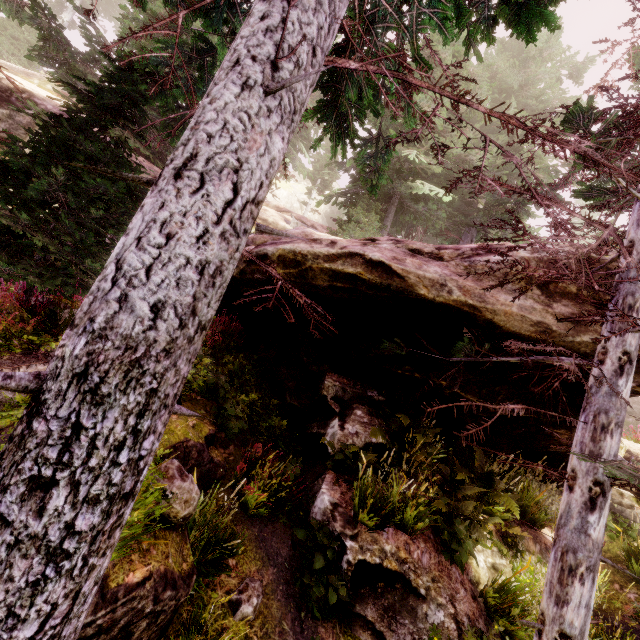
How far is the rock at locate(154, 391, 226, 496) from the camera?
4.6m

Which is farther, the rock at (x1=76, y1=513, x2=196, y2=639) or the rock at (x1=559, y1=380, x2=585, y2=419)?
the rock at (x1=559, y1=380, x2=585, y2=419)

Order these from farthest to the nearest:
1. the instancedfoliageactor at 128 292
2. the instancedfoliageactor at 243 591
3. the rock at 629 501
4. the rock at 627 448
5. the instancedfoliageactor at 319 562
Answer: the rock at 627 448 < the rock at 629 501 < the instancedfoliageactor at 319 562 < the instancedfoliageactor at 243 591 < the instancedfoliageactor at 128 292

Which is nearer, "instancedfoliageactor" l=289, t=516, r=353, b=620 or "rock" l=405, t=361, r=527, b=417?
"instancedfoliageactor" l=289, t=516, r=353, b=620

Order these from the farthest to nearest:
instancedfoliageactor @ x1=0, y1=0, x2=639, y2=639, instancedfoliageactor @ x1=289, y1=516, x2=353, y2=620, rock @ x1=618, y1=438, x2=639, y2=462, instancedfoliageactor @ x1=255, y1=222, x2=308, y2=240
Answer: rock @ x1=618, y1=438, x2=639, y2=462
instancedfoliageactor @ x1=289, y1=516, x2=353, y2=620
instancedfoliageactor @ x1=255, y1=222, x2=308, y2=240
instancedfoliageactor @ x1=0, y1=0, x2=639, y2=639

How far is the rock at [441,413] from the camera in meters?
6.9 m

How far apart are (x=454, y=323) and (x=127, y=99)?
7.80m
